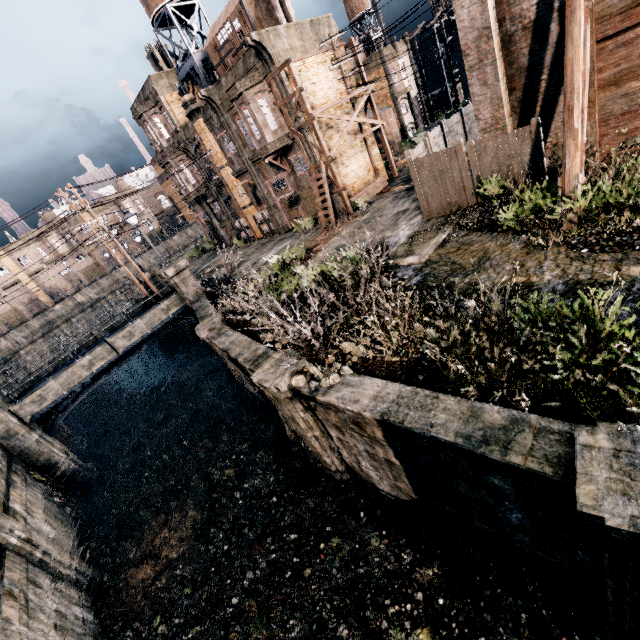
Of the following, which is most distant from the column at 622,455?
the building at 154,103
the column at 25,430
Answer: the building at 154,103

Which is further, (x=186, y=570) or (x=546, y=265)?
(x=186, y=570)

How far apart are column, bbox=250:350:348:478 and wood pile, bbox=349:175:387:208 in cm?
1673

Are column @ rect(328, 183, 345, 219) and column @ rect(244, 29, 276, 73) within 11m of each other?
yes

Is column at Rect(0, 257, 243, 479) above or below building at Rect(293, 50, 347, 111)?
below

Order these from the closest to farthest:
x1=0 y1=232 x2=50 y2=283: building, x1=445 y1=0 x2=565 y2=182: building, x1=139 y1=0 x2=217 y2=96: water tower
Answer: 1. x1=445 y1=0 x2=565 y2=182: building
2. x1=139 y1=0 x2=217 y2=96: water tower
3. x1=0 y1=232 x2=50 y2=283: building

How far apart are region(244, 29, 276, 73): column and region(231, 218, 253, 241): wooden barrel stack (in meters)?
14.31

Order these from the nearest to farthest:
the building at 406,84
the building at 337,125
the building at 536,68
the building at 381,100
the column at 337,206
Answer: the building at 536,68 < the building at 337,125 < the column at 337,206 < the building at 406,84 < the building at 381,100
